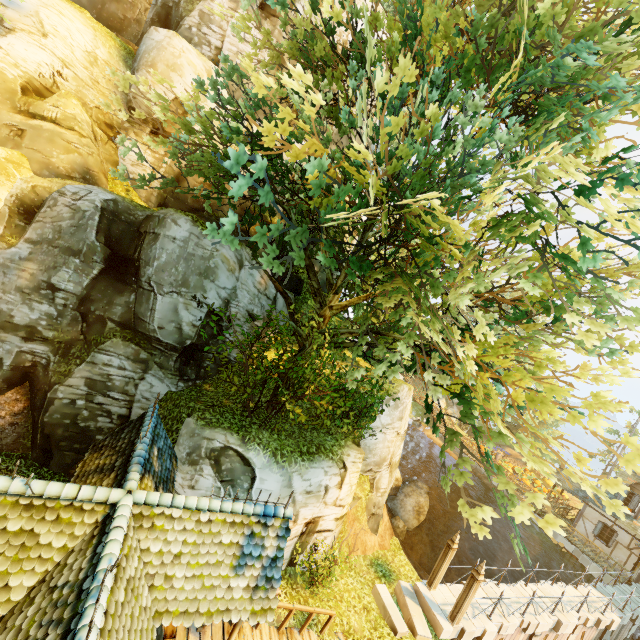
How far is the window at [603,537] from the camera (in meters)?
23.19

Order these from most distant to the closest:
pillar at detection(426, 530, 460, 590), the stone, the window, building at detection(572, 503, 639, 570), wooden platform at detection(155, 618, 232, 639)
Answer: the window → building at detection(572, 503, 639, 570) → pillar at detection(426, 530, 460, 590) → the stone → wooden platform at detection(155, 618, 232, 639)

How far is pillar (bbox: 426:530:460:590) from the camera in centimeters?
1313cm

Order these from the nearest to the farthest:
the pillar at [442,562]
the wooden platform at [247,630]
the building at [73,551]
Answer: the building at [73,551]
the wooden platform at [247,630]
the pillar at [442,562]

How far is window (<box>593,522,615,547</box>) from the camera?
23.2 meters

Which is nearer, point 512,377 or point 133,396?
point 512,377

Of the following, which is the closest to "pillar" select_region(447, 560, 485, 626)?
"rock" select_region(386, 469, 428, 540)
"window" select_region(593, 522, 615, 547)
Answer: "rock" select_region(386, 469, 428, 540)

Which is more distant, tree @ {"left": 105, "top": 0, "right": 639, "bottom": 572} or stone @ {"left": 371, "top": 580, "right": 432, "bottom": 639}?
stone @ {"left": 371, "top": 580, "right": 432, "bottom": 639}
